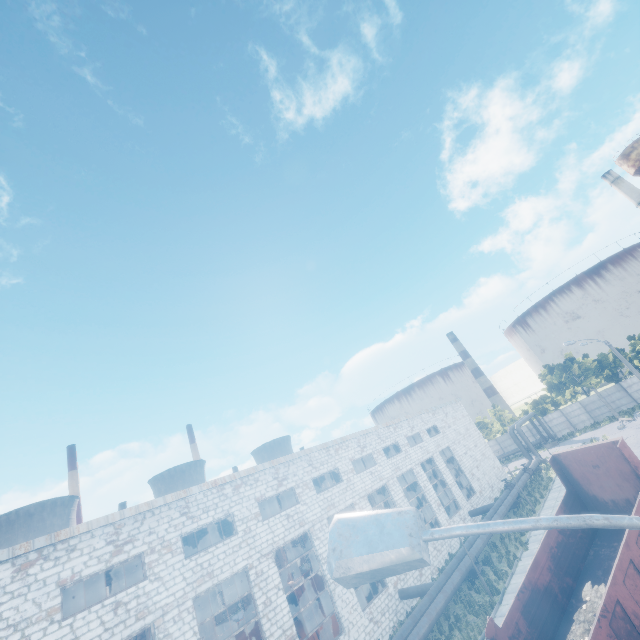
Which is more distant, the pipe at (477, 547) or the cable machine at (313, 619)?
the pipe at (477, 547)

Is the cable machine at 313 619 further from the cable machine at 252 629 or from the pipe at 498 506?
the cable machine at 252 629

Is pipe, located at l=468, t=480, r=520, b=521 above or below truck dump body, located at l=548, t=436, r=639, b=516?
below

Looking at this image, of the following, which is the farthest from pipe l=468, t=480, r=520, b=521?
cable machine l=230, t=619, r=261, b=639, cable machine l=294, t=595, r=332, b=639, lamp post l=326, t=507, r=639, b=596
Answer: cable machine l=230, t=619, r=261, b=639

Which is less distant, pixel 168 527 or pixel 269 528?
pixel 168 527

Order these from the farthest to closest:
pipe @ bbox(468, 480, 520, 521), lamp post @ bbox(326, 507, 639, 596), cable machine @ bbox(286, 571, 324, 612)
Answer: cable machine @ bbox(286, 571, 324, 612) < pipe @ bbox(468, 480, 520, 521) < lamp post @ bbox(326, 507, 639, 596)

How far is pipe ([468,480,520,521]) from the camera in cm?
2603

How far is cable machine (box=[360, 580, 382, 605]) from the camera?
23.7m
